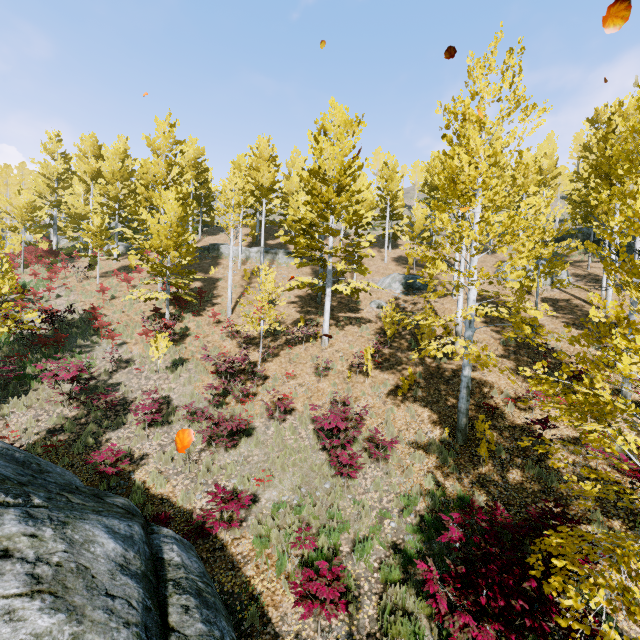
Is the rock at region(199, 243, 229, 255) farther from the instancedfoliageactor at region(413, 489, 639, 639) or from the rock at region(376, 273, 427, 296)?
the rock at region(376, 273, 427, 296)

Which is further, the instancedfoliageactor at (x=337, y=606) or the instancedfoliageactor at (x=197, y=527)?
the instancedfoliageactor at (x=197, y=527)

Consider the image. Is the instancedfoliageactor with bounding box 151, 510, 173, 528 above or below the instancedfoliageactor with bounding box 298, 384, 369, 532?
below

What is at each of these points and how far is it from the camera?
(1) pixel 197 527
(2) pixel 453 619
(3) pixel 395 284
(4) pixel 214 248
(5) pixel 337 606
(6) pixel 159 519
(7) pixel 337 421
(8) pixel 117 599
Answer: (1) instancedfoliageactor, 7.26m
(2) instancedfoliageactor, 4.35m
(3) rock, 22.86m
(4) rock, 29.16m
(5) instancedfoliageactor, 5.15m
(6) instancedfoliageactor, 6.48m
(7) instancedfoliageactor, 8.85m
(8) rock, 3.69m

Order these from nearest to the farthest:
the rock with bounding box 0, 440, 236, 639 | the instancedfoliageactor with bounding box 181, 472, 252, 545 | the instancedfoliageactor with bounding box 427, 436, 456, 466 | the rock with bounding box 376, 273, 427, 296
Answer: the rock with bounding box 0, 440, 236, 639
the instancedfoliageactor with bounding box 181, 472, 252, 545
the instancedfoliageactor with bounding box 427, 436, 456, 466
the rock with bounding box 376, 273, 427, 296

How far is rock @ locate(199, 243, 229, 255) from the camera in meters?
29.0

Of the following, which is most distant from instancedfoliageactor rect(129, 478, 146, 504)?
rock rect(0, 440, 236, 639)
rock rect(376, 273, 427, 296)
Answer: rock rect(376, 273, 427, 296)

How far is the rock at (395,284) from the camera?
22.2 meters
